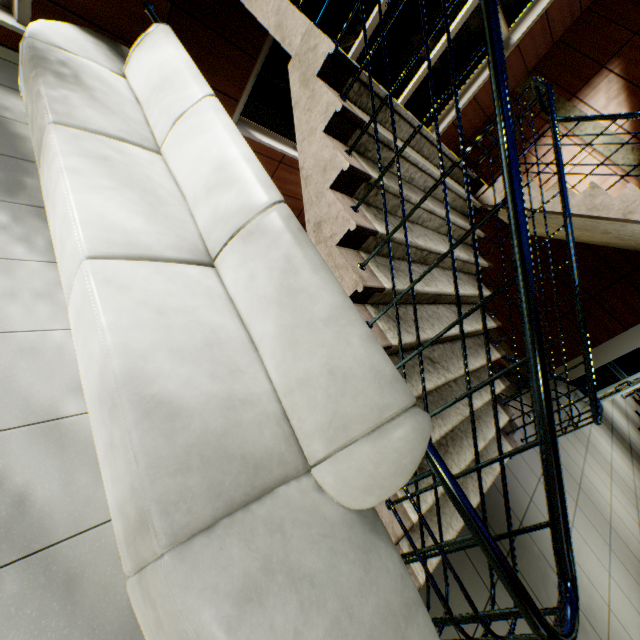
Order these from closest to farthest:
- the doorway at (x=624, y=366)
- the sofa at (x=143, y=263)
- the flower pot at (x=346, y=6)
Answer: the sofa at (x=143, y=263)
the flower pot at (x=346, y=6)
the doorway at (x=624, y=366)

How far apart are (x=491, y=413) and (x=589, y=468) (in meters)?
3.16

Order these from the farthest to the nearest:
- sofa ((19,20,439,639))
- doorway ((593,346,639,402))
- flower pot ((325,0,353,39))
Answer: doorway ((593,346,639,402))
flower pot ((325,0,353,39))
sofa ((19,20,439,639))

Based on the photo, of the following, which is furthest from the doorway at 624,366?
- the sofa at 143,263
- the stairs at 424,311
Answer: the sofa at 143,263

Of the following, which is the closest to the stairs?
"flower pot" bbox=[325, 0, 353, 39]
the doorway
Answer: "flower pot" bbox=[325, 0, 353, 39]

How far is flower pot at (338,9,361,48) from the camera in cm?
332

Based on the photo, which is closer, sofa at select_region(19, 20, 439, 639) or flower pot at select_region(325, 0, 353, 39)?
sofa at select_region(19, 20, 439, 639)

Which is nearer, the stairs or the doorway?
the stairs
